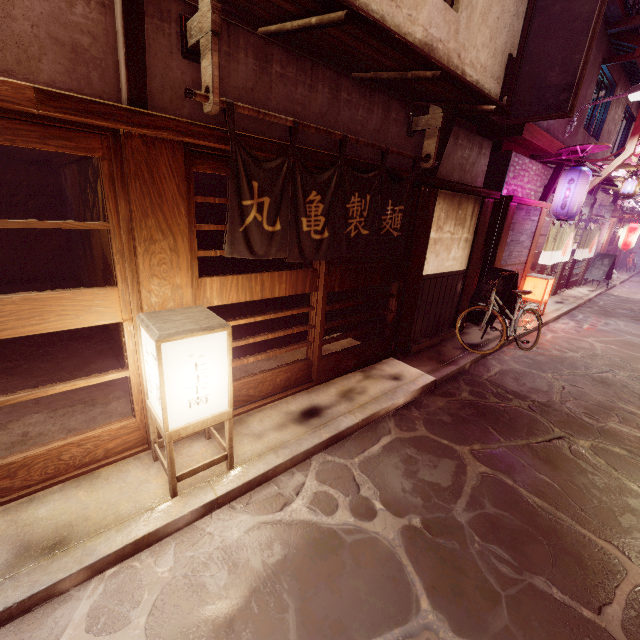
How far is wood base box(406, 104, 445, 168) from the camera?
7.7 meters

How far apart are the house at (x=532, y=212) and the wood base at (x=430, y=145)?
7.15m

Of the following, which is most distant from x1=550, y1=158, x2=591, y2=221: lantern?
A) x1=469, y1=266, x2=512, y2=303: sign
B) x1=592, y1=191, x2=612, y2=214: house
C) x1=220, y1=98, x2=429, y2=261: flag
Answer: x1=220, y1=98, x2=429, y2=261: flag

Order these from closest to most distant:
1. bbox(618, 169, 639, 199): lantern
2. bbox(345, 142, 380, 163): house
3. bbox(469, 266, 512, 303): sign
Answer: bbox(345, 142, 380, 163): house, bbox(469, 266, 512, 303): sign, bbox(618, 169, 639, 199): lantern

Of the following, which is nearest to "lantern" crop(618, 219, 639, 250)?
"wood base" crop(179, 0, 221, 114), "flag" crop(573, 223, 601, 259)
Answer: "flag" crop(573, 223, 601, 259)

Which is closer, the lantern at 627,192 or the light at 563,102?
the light at 563,102

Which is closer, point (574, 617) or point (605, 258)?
point (574, 617)

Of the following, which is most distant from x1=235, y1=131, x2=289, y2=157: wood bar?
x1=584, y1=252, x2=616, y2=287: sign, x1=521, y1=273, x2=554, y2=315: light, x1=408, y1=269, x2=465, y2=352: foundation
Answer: x1=584, y1=252, x2=616, y2=287: sign
